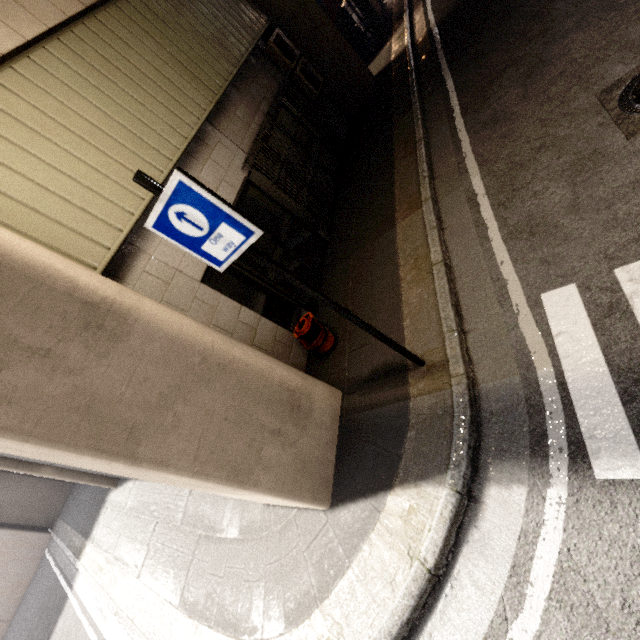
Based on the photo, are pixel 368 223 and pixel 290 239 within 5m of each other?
yes

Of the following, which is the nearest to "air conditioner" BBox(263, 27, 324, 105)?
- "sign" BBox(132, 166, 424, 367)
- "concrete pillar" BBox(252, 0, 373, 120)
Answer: "concrete pillar" BBox(252, 0, 373, 120)

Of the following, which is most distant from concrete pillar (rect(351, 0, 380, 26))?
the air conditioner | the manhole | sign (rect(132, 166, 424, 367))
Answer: the manhole

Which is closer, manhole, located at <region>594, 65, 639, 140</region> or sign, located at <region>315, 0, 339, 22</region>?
manhole, located at <region>594, 65, 639, 140</region>

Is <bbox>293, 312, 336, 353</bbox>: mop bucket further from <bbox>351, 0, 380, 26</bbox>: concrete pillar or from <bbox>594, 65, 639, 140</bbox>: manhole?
<bbox>594, 65, 639, 140</bbox>: manhole

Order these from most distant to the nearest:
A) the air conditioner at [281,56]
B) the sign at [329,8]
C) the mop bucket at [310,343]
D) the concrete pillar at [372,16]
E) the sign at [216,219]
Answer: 1. the concrete pillar at [372,16]
2. the sign at [329,8]
3. the air conditioner at [281,56]
4. the mop bucket at [310,343]
5. the sign at [216,219]

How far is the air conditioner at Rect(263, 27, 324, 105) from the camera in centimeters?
744cm

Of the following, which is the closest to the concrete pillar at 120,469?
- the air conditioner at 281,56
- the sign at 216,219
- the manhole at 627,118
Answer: the air conditioner at 281,56
